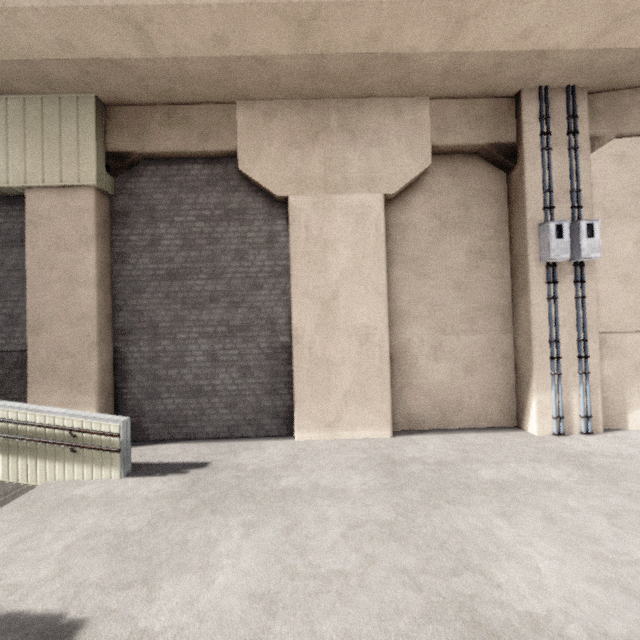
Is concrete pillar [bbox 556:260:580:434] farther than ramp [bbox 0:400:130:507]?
Yes

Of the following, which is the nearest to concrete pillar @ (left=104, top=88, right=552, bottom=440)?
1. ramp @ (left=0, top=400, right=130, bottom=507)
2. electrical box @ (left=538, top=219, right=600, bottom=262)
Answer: electrical box @ (left=538, top=219, right=600, bottom=262)

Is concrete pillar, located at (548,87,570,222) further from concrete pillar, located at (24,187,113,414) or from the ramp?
the ramp

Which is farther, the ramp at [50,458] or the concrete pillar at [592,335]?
the concrete pillar at [592,335]

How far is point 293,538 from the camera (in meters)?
3.50

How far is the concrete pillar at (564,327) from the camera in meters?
6.4 m

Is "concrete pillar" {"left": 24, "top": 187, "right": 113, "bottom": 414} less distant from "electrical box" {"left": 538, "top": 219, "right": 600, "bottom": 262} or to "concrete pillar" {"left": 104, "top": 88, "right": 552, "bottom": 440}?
"concrete pillar" {"left": 104, "top": 88, "right": 552, "bottom": 440}
